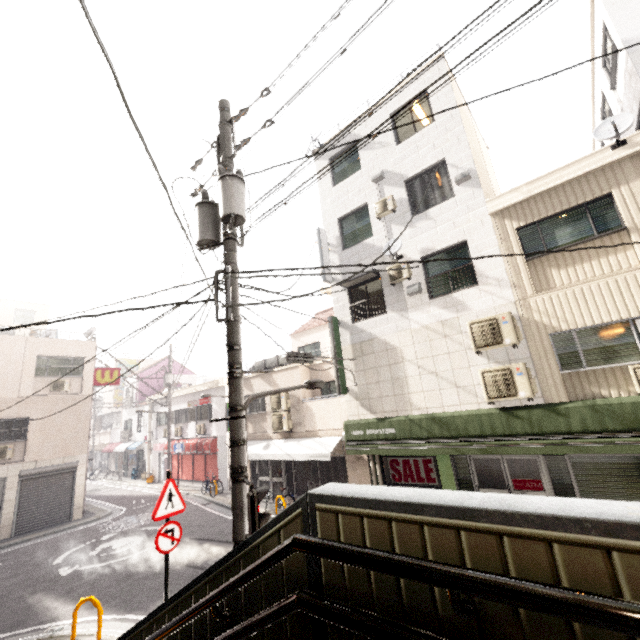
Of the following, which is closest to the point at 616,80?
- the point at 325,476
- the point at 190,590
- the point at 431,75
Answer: the point at 431,75

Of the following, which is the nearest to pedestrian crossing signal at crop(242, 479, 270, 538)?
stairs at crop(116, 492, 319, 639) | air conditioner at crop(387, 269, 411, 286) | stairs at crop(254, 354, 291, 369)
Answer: stairs at crop(116, 492, 319, 639)

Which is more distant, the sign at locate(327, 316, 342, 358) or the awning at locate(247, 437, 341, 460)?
the awning at locate(247, 437, 341, 460)

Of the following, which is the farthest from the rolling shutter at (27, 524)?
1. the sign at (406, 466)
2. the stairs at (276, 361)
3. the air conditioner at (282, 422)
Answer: the sign at (406, 466)

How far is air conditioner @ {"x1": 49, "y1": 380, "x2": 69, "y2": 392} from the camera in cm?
1628

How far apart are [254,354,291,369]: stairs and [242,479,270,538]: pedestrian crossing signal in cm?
1076

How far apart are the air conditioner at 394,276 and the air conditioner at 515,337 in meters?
2.3

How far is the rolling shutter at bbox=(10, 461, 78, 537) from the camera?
14.4 meters
